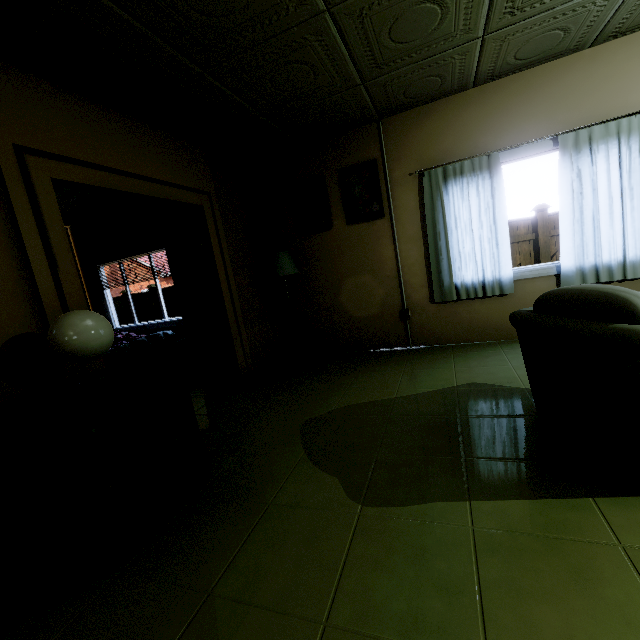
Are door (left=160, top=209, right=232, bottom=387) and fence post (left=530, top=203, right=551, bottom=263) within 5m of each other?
no

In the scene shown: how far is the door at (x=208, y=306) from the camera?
3.67m

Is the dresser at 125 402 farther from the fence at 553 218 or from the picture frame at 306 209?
the fence at 553 218

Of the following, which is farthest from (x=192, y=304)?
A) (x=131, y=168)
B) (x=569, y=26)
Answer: (x=569, y=26)

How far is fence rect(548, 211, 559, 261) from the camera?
7.30m

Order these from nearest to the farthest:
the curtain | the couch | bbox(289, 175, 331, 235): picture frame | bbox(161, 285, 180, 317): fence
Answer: the couch
the curtain
bbox(289, 175, 331, 235): picture frame
bbox(161, 285, 180, 317): fence

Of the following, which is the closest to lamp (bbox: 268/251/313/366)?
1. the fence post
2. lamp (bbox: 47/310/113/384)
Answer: lamp (bbox: 47/310/113/384)

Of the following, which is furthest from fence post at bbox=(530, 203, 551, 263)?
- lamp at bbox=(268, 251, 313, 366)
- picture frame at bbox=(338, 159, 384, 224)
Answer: Answer: lamp at bbox=(268, 251, 313, 366)
